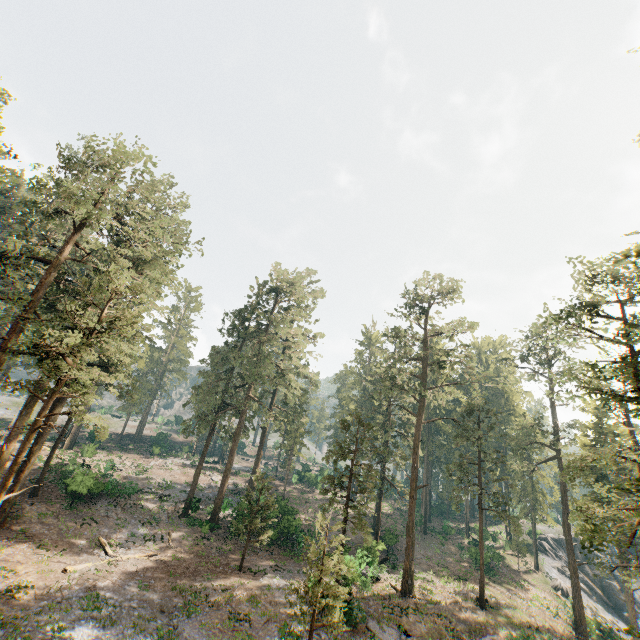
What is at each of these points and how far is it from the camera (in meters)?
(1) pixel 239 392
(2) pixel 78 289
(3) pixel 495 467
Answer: (1) foliage, 37.03
(2) foliage, 19.14
(3) foliage, 54.41

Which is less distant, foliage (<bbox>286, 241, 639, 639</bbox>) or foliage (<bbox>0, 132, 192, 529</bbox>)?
foliage (<bbox>0, 132, 192, 529</bbox>)

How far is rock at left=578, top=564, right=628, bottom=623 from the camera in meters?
46.0 m

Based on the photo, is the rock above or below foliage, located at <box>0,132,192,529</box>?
below

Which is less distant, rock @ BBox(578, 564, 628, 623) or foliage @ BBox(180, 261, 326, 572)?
foliage @ BBox(180, 261, 326, 572)

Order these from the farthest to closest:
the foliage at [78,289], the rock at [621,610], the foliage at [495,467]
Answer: the rock at [621,610]
the foliage at [495,467]
the foliage at [78,289]

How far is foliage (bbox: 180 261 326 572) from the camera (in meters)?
33.28

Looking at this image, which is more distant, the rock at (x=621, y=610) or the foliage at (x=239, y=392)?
the rock at (x=621, y=610)
